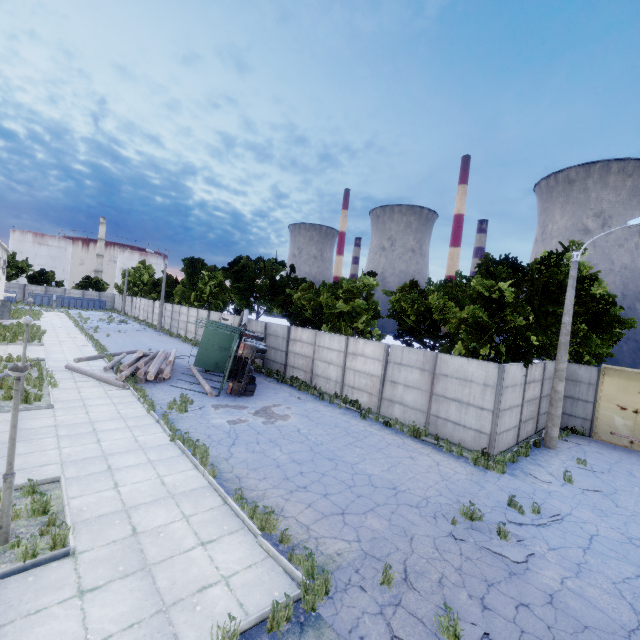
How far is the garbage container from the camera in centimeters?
5804cm

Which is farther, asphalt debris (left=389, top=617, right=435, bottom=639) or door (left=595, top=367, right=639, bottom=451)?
door (left=595, top=367, right=639, bottom=451)

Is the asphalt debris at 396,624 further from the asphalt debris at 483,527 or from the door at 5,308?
the door at 5,308

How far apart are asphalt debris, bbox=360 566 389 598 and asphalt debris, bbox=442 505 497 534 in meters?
1.4 m

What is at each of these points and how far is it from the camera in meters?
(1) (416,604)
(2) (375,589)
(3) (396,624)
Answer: (1) asphalt debris, 5.7
(2) asphalt debris, 5.9
(3) asphalt debris, 5.3

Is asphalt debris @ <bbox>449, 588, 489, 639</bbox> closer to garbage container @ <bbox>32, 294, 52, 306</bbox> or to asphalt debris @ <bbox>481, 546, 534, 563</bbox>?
asphalt debris @ <bbox>481, 546, 534, 563</bbox>

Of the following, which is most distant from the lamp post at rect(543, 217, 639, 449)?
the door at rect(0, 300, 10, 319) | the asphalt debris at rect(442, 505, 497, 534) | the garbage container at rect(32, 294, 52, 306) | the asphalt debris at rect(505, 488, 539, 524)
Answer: the garbage container at rect(32, 294, 52, 306)

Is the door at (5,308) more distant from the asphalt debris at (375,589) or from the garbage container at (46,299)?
the asphalt debris at (375,589)
